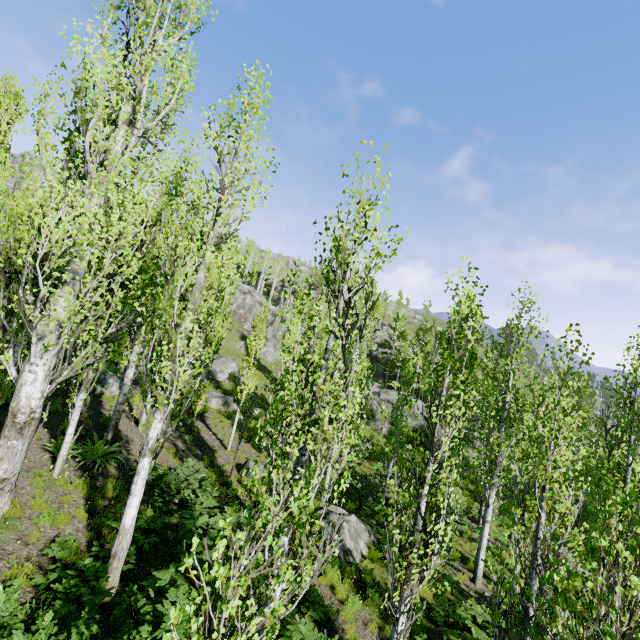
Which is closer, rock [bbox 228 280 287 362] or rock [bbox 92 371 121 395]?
rock [bbox 92 371 121 395]

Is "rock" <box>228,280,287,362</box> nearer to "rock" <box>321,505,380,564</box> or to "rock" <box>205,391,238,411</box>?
"rock" <box>205,391,238,411</box>

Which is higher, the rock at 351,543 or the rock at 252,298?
the rock at 252,298

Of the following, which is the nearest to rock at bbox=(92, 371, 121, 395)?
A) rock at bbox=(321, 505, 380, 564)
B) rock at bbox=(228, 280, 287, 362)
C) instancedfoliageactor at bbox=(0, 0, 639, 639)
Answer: instancedfoliageactor at bbox=(0, 0, 639, 639)

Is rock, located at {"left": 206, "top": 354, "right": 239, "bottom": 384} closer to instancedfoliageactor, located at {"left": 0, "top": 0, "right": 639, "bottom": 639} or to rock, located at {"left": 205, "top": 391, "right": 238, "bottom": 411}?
instancedfoliageactor, located at {"left": 0, "top": 0, "right": 639, "bottom": 639}

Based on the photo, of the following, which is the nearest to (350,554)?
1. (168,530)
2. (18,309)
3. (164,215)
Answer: (168,530)

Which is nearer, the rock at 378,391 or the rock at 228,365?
the rock at 228,365

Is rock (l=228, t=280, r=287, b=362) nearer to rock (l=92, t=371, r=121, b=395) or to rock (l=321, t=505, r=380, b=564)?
rock (l=92, t=371, r=121, b=395)
